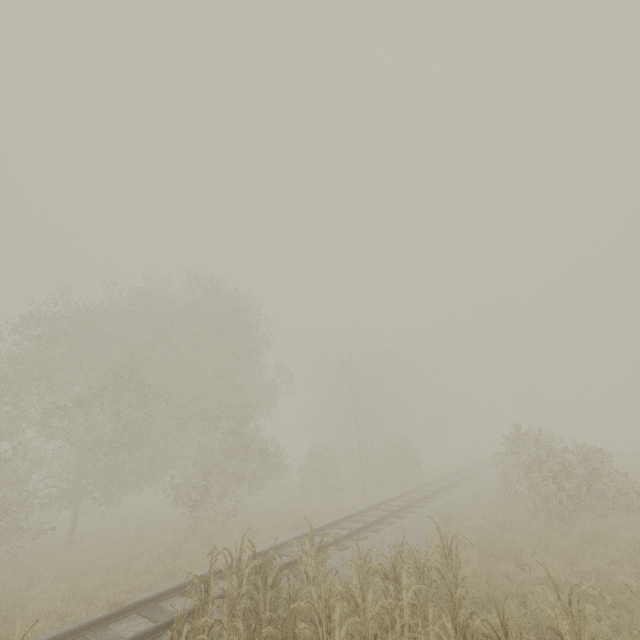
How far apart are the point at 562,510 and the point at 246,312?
17.4m
